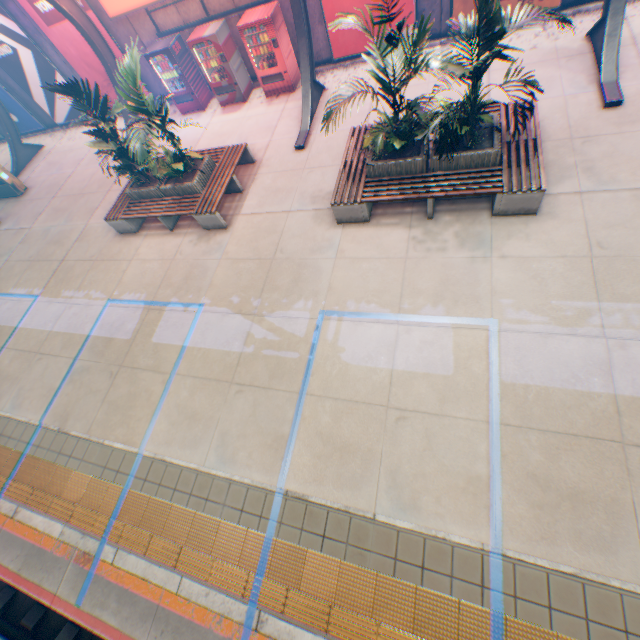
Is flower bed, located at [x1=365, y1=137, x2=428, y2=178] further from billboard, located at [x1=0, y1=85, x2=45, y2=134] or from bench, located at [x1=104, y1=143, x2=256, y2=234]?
billboard, located at [x1=0, y1=85, x2=45, y2=134]

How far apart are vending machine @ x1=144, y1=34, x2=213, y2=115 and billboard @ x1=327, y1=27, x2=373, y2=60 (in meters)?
4.89

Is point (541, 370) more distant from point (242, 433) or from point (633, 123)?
point (633, 123)

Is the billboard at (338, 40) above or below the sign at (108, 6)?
below

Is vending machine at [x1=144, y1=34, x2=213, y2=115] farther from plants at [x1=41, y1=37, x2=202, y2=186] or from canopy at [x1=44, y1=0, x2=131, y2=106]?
plants at [x1=41, y1=37, x2=202, y2=186]

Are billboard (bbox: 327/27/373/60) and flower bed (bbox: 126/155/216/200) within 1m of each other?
no

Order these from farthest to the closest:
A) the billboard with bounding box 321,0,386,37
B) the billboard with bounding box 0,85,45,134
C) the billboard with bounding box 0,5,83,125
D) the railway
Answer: the billboard with bounding box 0,85,45,134 → the billboard with bounding box 0,5,83,125 → the billboard with bounding box 321,0,386,37 → the railway

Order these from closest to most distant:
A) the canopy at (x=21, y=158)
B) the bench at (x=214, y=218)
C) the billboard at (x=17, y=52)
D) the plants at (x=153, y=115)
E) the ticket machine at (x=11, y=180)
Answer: the plants at (x=153, y=115), the bench at (x=214, y=218), the billboard at (x=17, y=52), the ticket machine at (x=11, y=180), the canopy at (x=21, y=158)
